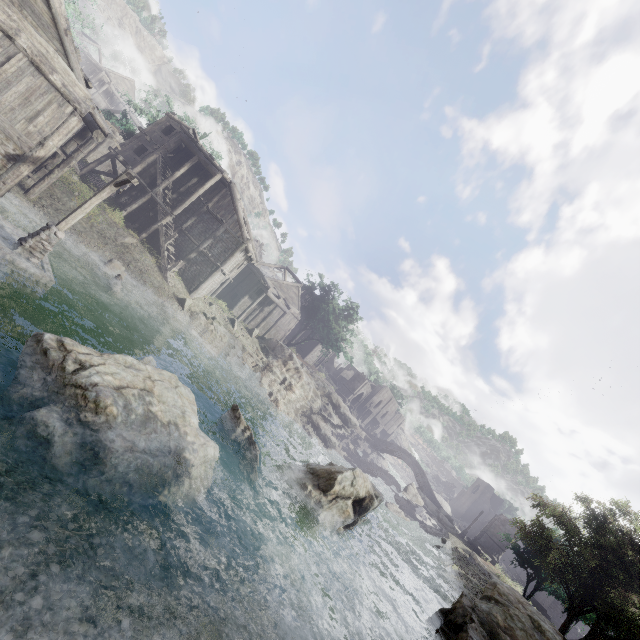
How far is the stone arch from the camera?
43.78m

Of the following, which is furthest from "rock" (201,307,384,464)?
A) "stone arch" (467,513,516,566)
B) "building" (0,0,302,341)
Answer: "stone arch" (467,513,516,566)

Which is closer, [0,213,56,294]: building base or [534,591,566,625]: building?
[0,213,56,294]: building base

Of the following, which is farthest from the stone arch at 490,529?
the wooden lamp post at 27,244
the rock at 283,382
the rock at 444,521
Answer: the wooden lamp post at 27,244

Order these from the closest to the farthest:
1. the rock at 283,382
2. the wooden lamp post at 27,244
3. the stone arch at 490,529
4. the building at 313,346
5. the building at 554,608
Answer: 1. the wooden lamp post at 27,244
2. the rock at 283,382
3. the stone arch at 490,529
4. the building at 554,608
5. the building at 313,346

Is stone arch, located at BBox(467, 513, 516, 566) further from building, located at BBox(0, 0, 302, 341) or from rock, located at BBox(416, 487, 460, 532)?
rock, located at BBox(416, 487, 460, 532)

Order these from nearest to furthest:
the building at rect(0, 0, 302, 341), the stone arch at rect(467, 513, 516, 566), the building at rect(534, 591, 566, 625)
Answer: the building at rect(0, 0, 302, 341), the stone arch at rect(467, 513, 516, 566), the building at rect(534, 591, 566, 625)

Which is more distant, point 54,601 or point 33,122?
point 33,122
